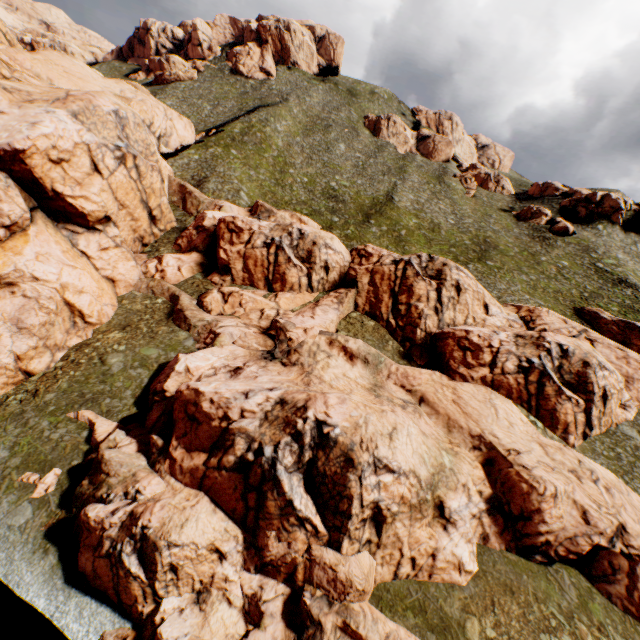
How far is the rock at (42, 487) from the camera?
19.6m

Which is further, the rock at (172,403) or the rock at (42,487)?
the rock at (42,487)

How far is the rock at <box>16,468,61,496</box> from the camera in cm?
1959

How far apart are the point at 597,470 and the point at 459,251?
39.0 meters

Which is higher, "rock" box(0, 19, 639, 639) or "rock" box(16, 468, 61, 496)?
"rock" box(0, 19, 639, 639)

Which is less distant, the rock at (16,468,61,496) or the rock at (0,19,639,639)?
the rock at (0,19,639,639)
